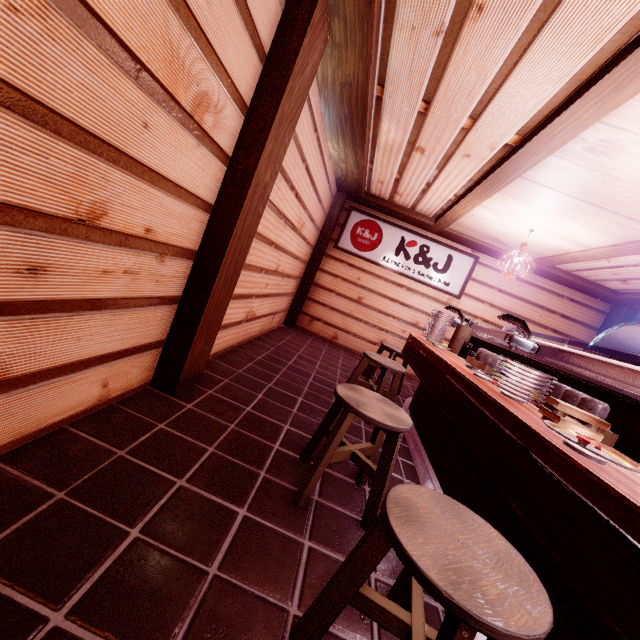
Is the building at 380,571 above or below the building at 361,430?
below

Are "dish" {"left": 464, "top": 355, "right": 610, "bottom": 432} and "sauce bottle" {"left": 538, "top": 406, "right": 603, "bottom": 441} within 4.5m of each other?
yes

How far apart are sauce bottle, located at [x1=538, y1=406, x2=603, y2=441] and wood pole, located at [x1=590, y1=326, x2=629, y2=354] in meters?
10.9 m

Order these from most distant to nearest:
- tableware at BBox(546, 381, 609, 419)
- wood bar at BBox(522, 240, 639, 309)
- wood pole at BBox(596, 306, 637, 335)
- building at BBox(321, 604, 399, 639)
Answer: wood pole at BBox(596, 306, 637, 335), wood bar at BBox(522, 240, 639, 309), tableware at BBox(546, 381, 609, 419), building at BBox(321, 604, 399, 639)

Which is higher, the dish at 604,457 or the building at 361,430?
the dish at 604,457

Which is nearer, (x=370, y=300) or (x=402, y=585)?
(x=402, y=585)

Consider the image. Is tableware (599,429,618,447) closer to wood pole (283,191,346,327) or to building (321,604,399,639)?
building (321,604,399,639)

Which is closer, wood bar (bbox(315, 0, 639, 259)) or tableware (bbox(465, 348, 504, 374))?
wood bar (bbox(315, 0, 639, 259))
